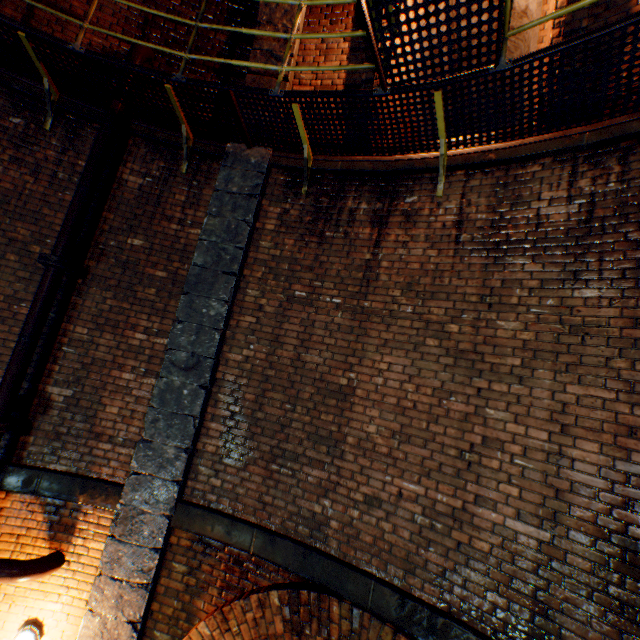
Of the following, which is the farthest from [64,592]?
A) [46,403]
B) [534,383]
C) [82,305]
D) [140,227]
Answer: [534,383]

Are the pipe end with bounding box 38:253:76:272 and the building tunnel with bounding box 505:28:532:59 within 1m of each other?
Result: no

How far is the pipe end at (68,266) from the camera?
3.90m

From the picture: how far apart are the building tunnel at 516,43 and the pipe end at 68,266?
6.5 meters

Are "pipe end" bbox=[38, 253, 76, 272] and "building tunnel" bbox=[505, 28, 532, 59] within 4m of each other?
no

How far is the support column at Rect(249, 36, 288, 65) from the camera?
4.8 meters

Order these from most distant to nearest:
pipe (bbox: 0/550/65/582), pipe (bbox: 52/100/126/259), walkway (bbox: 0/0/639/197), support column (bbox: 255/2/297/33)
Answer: support column (bbox: 255/2/297/33)
pipe (bbox: 52/100/126/259)
pipe (bbox: 0/550/65/582)
walkway (bbox: 0/0/639/197)

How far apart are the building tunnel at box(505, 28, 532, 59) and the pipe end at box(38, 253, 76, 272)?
6.47m
